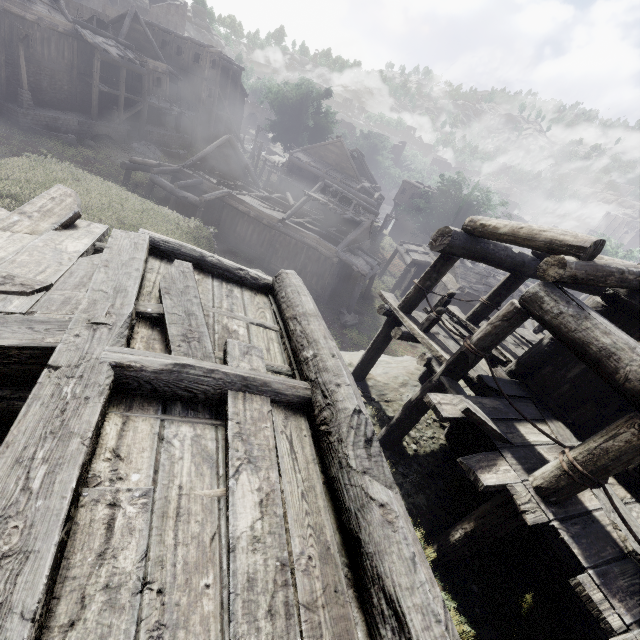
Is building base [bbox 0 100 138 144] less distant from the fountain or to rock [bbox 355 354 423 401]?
the fountain

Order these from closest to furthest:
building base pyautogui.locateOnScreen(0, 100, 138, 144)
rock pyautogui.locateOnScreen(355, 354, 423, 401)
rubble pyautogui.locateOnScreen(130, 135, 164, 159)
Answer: rock pyautogui.locateOnScreen(355, 354, 423, 401) < building base pyautogui.locateOnScreen(0, 100, 138, 144) < rubble pyautogui.locateOnScreen(130, 135, 164, 159)

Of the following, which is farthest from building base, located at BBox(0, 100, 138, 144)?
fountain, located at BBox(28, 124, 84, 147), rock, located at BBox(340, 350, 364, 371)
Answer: rock, located at BBox(340, 350, 364, 371)

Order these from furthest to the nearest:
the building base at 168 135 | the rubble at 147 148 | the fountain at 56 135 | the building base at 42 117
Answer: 1. the building base at 168 135
2. the rubble at 147 148
3. the fountain at 56 135
4. the building base at 42 117

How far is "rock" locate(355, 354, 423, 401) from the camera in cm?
936

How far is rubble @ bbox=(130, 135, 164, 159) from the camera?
29.6m

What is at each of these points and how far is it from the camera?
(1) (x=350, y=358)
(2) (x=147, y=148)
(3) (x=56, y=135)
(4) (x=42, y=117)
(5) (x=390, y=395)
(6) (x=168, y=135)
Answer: (1) rock, 11.7m
(2) rubble, 30.4m
(3) fountain, 23.2m
(4) building base, 23.1m
(5) rock, 9.5m
(6) building base, 32.6m

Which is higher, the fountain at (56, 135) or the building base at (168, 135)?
the building base at (168, 135)
